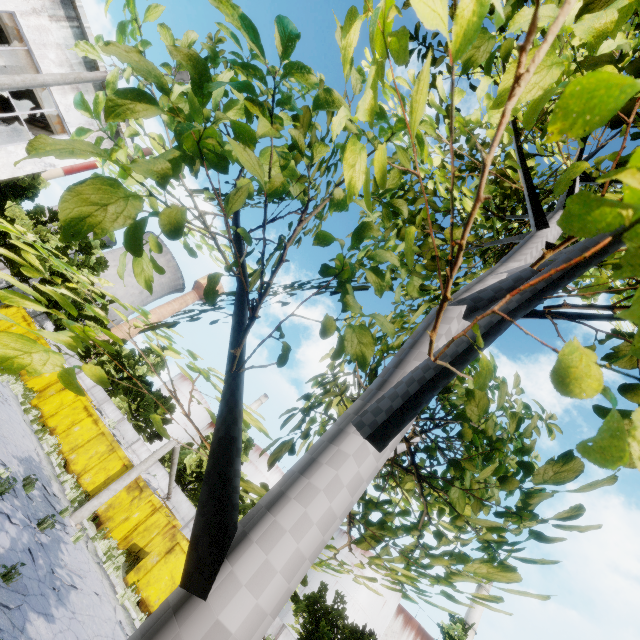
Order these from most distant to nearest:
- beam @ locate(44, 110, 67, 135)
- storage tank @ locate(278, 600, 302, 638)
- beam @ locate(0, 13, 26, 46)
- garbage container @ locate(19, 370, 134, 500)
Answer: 1. storage tank @ locate(278, 600, 302, 638)
2. garbage container @ locate(19, 370, 134, 500)
3. beam @ locate(44, 110, 67, 135)
4. beam @ locate(0, 13, 26, 46)

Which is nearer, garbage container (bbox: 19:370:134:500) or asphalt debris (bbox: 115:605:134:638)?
asphalt debris (bbox: 115:605:134:638)

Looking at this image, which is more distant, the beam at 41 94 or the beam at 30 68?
the beam at 41 94

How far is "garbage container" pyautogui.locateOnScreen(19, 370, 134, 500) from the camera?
17.48m

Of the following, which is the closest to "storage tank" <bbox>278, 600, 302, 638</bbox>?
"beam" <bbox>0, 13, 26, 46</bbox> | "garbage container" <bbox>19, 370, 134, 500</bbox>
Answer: "garbage container" <bbox>19, 370, 134, 500</bbox>

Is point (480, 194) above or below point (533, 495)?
below

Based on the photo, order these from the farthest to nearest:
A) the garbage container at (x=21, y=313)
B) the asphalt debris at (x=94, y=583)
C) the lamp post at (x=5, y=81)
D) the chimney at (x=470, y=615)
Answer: the chimney at (x=470, y=615) < the garbage container at (x=21, y=313) < the asphalt debris at (x=94, y=583) < the lamp post at (x=5, y=81)

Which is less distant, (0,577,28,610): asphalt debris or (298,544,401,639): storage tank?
(0,577,28,610): asphalt debris
